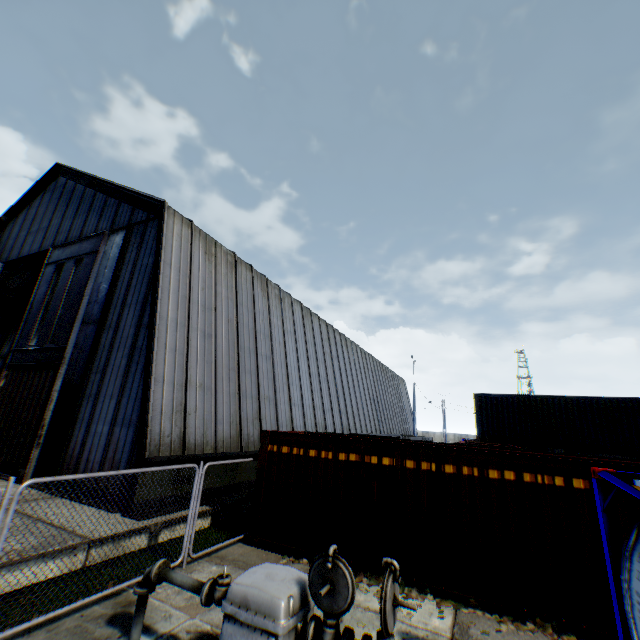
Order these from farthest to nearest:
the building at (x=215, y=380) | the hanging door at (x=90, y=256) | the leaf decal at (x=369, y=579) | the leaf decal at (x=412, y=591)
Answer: the hanging door at (x=90, y=256) → the building at (x=215, y=380) → the leaf decal at (x=369, y=579) → the leaf decal at (x=412, y=591)

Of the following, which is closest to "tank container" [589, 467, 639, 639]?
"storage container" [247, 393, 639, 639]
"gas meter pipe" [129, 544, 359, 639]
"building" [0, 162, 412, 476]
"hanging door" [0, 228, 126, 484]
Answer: "gas meter pipe" [129, 544, 359, 639]

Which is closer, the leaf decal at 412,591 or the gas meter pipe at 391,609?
the gas meter pipe at 391,609

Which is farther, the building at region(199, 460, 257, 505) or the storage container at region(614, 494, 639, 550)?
the building at region(199, 460, 257, 505)

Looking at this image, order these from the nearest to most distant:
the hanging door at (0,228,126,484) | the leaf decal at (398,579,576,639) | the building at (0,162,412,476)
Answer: the leaf decal at (398,579,576,639)
the building at (0,162,412,476)
the hanging door at (0,228,126,484)

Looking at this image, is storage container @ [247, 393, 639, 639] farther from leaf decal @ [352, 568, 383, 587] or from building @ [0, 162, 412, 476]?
building @ [0, 162, 412, 476]

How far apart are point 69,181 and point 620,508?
27.0m
